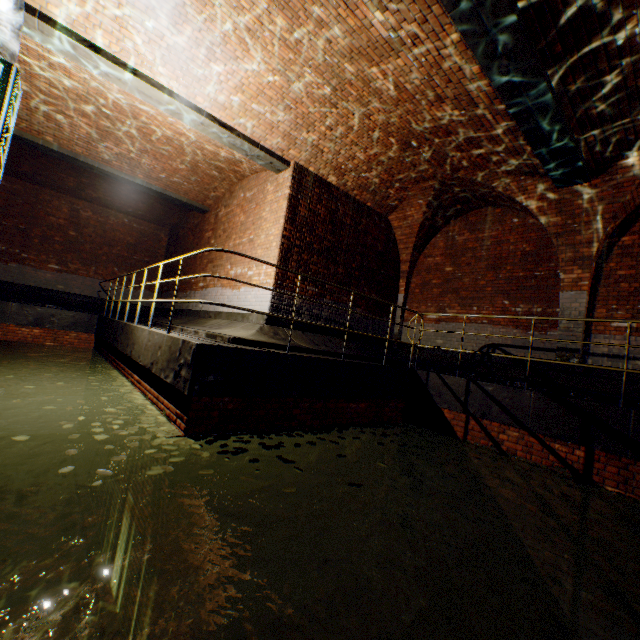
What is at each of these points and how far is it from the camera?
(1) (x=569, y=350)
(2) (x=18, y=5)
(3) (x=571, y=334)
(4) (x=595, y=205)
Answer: (1) support arch, 7.0m
(2) pipe, 4.3m
(3) support arch, 7.0m
(4) support arch, 6.6m

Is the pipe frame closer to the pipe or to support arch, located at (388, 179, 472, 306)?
the pipe

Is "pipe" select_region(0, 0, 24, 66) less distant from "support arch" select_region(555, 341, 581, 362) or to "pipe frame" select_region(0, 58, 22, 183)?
"pipe frame" select_region(0, 58, 22, 183)

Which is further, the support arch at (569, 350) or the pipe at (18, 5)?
the support arch at (569, 350)

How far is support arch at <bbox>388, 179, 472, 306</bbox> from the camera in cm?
864

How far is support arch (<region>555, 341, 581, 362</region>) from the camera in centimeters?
688cm

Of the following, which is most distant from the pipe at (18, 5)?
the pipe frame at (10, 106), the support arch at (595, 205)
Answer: the support arch at (595, 205)

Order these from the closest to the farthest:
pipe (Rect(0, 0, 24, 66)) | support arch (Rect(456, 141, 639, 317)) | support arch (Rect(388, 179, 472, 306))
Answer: pipe (Rect(0, 0, 24, 66))
support arch (Rect(456, 141, 639, 317))
support arch (Rect(388, 179, 472, 306))
